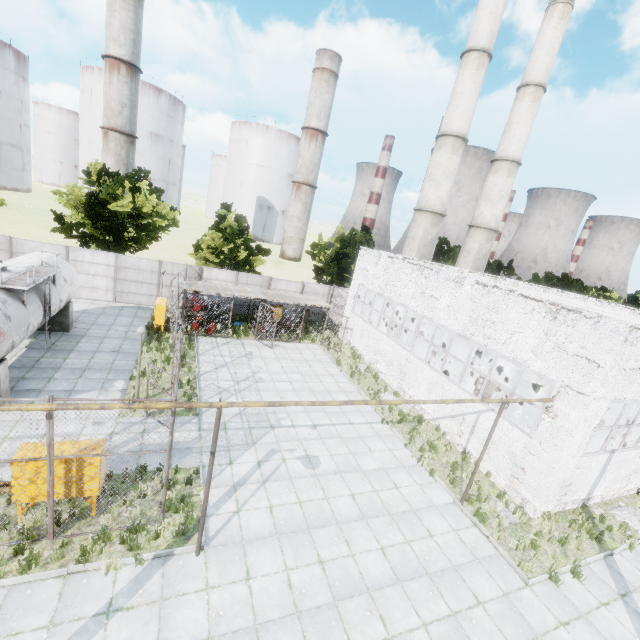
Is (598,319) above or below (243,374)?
above

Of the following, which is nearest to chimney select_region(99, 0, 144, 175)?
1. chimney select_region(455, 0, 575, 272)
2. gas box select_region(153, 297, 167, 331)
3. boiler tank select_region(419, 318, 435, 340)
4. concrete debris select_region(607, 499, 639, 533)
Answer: gas box select_region(153, 297, 167, 331)

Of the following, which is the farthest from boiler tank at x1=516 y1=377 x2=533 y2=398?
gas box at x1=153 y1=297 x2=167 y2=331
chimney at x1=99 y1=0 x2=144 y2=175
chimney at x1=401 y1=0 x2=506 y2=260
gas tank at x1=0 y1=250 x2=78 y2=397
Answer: chimney at x1=99 y1=0 x2=144 y2=175

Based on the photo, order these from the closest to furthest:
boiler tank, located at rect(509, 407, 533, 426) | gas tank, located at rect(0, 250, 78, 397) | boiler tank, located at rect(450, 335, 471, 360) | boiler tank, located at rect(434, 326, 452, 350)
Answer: gas tank, located at rect(0, 250, 78, 397)
boiler tank, located at rect(509, 407, 533, 426)
boiler tank, located at rect(450, 335, 471, 360)
boiler tank, located at rect(434, 326, 452, 350)

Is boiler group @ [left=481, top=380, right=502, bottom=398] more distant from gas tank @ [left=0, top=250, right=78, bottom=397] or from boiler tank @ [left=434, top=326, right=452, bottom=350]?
gas tank @ [left=0, top=250, right=78, bottom=397]

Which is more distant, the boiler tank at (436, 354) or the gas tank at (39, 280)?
the boiler tank at (436, 354)

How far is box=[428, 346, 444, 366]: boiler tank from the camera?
23.8 meters

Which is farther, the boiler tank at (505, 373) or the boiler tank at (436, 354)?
the boiler tank at (436, 354)
